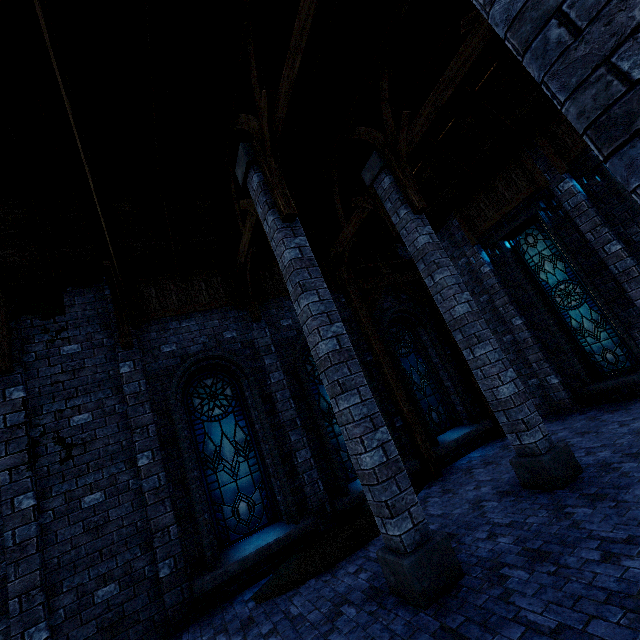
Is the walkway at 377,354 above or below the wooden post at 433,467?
above

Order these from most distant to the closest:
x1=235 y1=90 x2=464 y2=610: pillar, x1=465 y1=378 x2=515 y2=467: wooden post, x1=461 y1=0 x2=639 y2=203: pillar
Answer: x1=465 y1=378 x2=515 y2=467: wooden post, x1=235 y1=90 x2=464 y2=610: pillar, x1=461 y1=0 x2=639 y2=203: pillar

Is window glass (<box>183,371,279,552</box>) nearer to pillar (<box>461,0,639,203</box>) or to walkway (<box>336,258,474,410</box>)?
walkway (<box>336,258,474,410</box>)

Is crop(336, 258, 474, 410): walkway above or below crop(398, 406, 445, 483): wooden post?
above

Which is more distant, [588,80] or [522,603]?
[522,603]

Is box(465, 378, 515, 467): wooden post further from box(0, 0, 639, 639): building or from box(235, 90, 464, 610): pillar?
box(235, 90, 464, 610): pillar

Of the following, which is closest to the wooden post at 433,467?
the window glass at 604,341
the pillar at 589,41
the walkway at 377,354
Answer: the walkway at 377,354

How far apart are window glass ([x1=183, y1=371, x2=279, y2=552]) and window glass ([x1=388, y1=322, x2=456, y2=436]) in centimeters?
451cm
